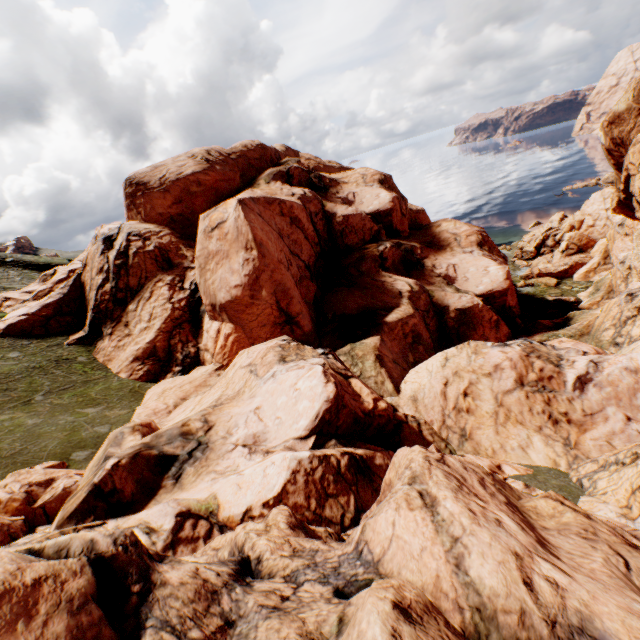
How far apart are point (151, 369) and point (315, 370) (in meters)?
20.45
